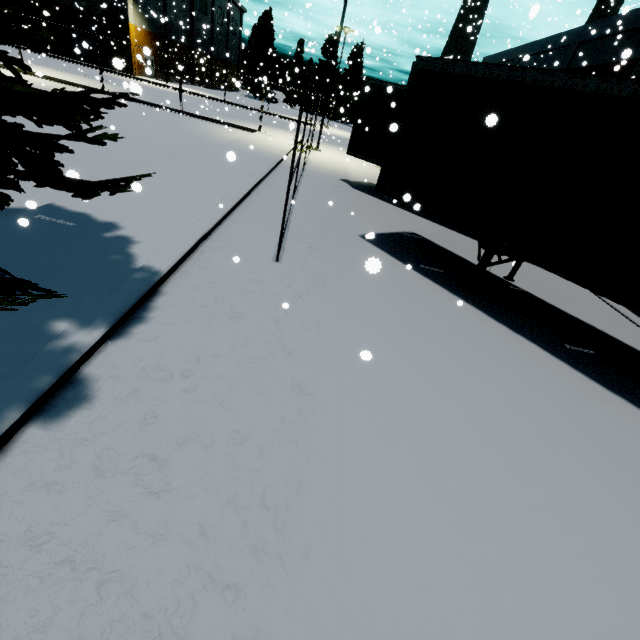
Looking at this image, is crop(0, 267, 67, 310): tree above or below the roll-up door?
below

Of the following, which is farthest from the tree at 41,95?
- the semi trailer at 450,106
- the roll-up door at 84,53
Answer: the roll-up door at 84,53

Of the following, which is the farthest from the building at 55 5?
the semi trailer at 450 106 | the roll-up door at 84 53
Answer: the semi trailer at 450 106

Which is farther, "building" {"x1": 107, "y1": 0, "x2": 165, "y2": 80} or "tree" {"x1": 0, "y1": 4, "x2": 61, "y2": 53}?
"building" {"x1": 107, "y1": 0, "x2": 165, "y2": 80}

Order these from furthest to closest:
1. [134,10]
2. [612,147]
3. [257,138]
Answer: [134,10]
[257,138]
[612,147]

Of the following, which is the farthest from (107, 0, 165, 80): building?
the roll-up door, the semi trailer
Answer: the semi trailer

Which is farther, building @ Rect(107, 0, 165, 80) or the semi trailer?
building @ Rect(107, 0, 165, 80)

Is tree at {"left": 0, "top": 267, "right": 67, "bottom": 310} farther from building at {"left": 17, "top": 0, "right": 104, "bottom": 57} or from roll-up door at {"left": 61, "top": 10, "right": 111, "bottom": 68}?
roll-up door at {"left": 61, "top": 10, "right": 111, "bottom": 68}
